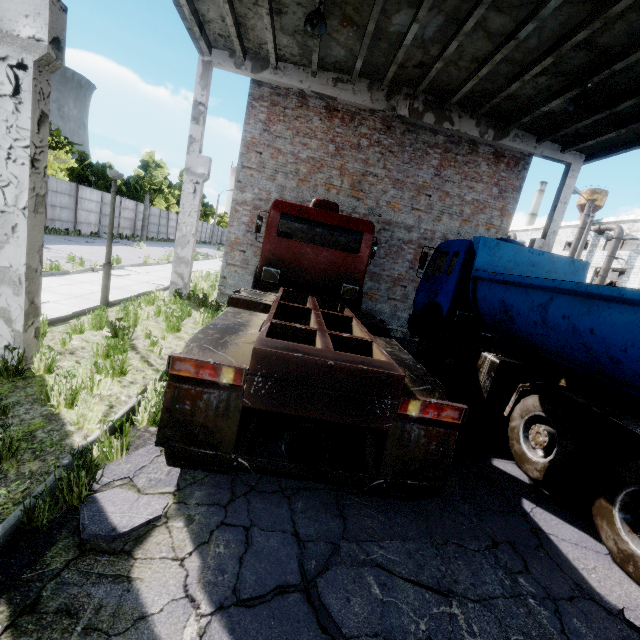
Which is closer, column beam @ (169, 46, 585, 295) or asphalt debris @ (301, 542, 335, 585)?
asphalt debris @ (301, 542, 335, 585)

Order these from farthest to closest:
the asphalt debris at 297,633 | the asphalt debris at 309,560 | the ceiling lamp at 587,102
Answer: the ceiling lamp at 587,102, the asphalt debris at 309,560, the asphalt debris at 297,633

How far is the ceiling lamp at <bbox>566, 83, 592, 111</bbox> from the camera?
7.8m

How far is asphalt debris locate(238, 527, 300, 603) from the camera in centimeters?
241cm

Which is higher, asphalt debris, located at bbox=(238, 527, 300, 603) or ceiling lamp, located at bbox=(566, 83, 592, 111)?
ceiling lamp, located at bbox=(566, 83, 592, 111)

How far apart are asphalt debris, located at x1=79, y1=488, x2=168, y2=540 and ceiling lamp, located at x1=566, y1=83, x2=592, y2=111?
11.34m

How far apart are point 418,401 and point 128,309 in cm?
723

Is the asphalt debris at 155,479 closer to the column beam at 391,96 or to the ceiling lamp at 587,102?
the column beam at 391,96
